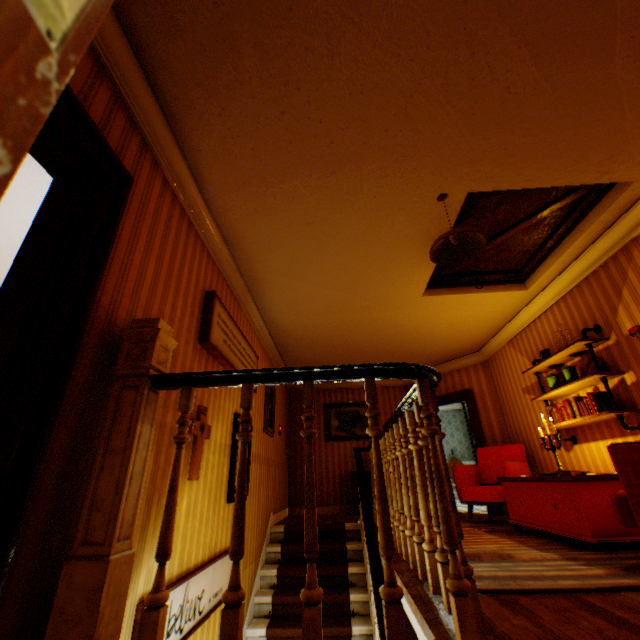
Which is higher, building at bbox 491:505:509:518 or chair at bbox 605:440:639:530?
chair at bbox 605:440:639:530

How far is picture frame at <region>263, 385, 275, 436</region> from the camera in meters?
5.7

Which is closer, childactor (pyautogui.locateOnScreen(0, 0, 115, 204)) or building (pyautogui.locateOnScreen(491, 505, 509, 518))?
childactor (pyautogui.locateOnScreen(0, 0, 115, 204))

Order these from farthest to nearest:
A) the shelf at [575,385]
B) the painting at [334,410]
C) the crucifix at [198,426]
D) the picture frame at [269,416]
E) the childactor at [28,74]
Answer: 1. the painting at [334,410]
2. the picture frame at [269,416]
3. the shelf at [575,385]
4. the crucifix at [198,426]
5. the childactor at [28,74]

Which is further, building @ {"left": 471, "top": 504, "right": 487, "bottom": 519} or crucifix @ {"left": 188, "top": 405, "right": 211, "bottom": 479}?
building @ {"left": 471, "top": 504, "right": 487, "bottom": 519}

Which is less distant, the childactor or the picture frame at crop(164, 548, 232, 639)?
the childactor

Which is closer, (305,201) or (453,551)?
(453,551)

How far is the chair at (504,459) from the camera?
5.0m
